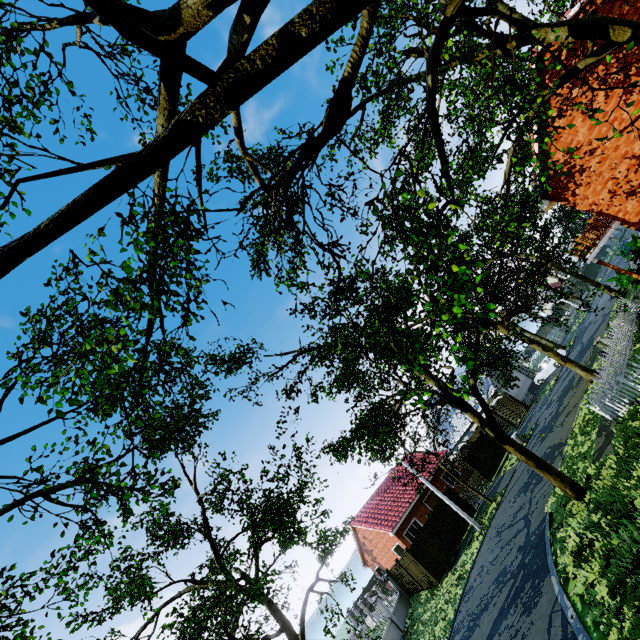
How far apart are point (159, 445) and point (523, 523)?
16.7 meters

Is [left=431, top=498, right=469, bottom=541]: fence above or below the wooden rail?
below

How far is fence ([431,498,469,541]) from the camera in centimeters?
2279cm

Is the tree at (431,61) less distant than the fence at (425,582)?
Yes

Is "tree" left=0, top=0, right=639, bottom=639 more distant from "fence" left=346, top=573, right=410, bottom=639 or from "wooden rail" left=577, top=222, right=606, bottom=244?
"wooden rail" left=577, top=222, right=606, bottom=244

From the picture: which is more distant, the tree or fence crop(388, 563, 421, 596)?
fence crop(388, 563, 421, 596)

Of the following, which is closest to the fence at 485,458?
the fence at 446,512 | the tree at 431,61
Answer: the tree at 431,61

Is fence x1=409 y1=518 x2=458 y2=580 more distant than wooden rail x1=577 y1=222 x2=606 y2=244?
Yes
